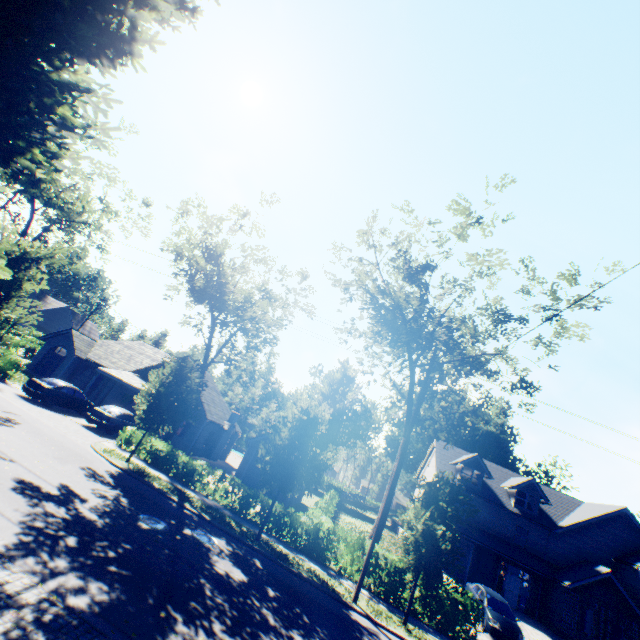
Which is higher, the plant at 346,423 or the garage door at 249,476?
the plant at 346,423

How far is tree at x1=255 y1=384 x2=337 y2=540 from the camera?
15.3 meters

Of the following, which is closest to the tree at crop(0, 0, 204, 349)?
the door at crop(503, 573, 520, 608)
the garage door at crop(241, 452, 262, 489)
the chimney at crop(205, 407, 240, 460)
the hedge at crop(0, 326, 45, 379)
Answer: the hedge at crop(0, 326, 45, 379)

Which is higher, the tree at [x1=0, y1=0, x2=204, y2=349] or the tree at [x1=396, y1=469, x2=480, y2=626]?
the tree at [x1=0, y1=0, x2=204, y2=349]

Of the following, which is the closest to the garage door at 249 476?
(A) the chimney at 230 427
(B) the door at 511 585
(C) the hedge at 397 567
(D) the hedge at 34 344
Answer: (A) the chimney at 230 427

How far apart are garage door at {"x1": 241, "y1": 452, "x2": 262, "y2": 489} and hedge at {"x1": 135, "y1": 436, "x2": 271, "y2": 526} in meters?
8.7 m

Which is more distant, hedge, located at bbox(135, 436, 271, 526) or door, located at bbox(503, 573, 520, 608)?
door, located at bbox(503, 573, 520, 608)

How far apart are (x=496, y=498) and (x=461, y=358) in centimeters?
1866cm
